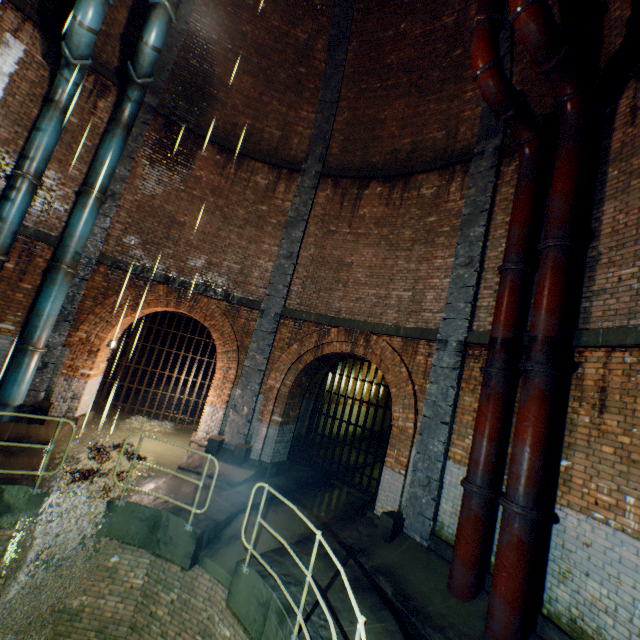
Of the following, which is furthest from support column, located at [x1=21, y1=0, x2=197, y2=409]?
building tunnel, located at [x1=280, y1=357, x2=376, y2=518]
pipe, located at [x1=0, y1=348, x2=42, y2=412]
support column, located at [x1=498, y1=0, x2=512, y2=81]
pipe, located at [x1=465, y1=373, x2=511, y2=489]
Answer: pipe, located at [x1=465, y1=373, x2=511, y2=489]

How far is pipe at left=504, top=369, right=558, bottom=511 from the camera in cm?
473

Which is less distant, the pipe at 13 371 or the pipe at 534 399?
the pipe at 534 399

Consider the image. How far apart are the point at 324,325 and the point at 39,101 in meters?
9.3

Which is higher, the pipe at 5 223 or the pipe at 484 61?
the pipe at 484 61

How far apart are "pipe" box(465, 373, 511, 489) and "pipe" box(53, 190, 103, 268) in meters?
10.1

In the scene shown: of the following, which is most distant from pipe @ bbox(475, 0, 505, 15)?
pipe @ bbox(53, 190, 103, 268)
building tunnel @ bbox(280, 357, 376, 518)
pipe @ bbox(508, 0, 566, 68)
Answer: pipe @ bbox(53, 190, 103, 268)

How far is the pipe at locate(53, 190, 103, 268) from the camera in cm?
822
